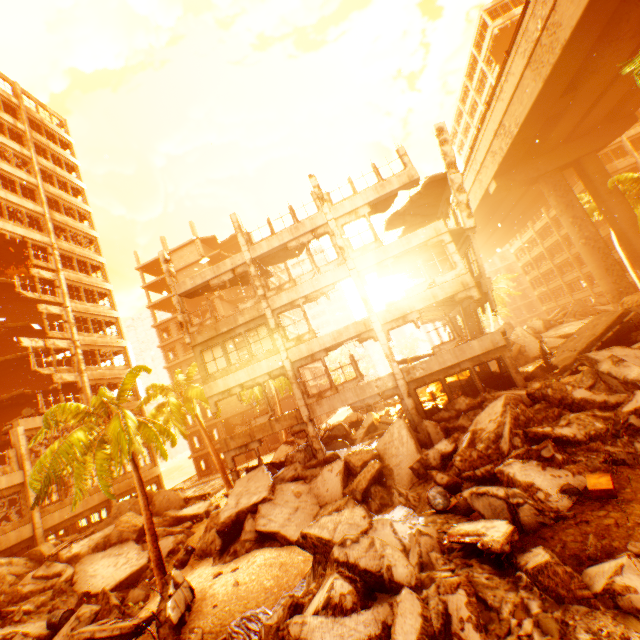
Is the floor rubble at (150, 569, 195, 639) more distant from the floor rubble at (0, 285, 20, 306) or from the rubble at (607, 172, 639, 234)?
the floor rubble at (0, 285, 20, 306)

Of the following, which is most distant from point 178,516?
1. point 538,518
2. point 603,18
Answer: point 603,18

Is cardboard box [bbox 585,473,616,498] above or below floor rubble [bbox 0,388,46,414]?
below

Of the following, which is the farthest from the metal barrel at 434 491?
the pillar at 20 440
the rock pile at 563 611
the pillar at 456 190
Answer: the pillar at 20 440

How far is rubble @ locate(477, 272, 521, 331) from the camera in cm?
4467

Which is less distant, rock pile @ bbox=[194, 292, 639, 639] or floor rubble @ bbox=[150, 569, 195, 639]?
rock pile @ bbox=[194, 292, 639, 639]

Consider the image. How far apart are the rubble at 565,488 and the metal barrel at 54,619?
15.80m

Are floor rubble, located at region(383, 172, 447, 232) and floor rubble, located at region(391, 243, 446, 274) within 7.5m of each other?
yes
